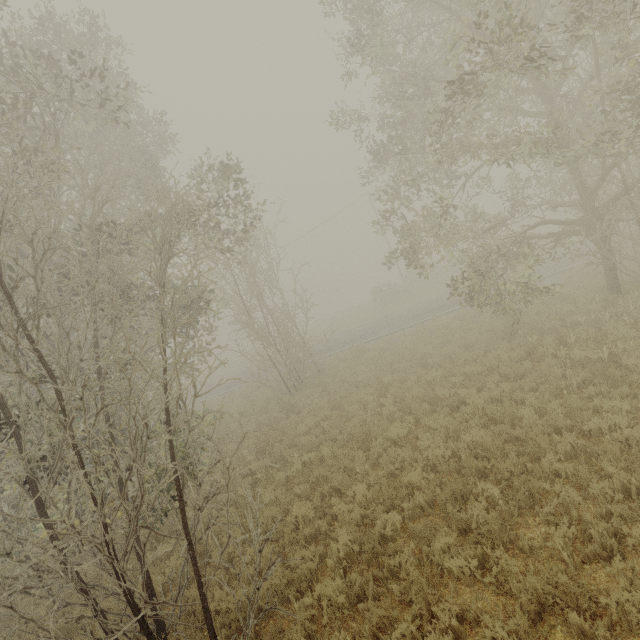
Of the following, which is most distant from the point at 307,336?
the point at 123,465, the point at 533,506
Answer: the point at 533,506
